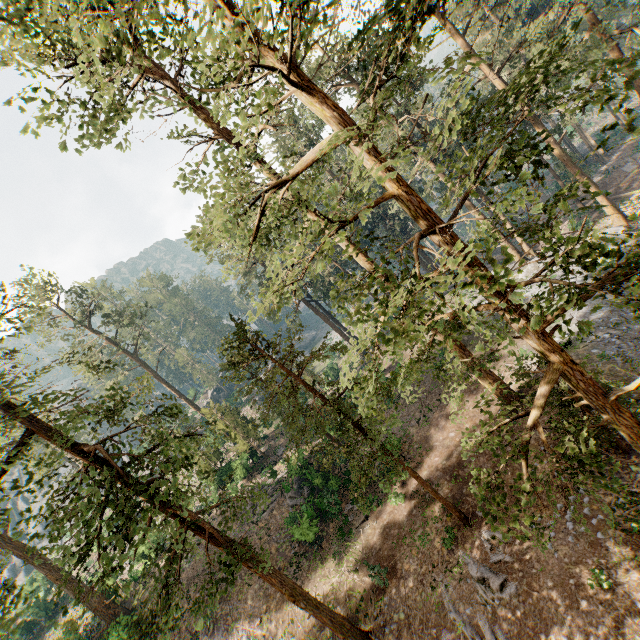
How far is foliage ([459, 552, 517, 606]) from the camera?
12.8m

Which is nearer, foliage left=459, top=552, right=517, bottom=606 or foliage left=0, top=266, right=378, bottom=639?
foliage left=0, top=266, right=378, bottom=639

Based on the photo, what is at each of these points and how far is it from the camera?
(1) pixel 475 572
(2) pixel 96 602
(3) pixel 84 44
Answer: (1) foliage, 14.1 meters
(2) foliage, 25.8 meters
(3) foliage, 12.9 meters

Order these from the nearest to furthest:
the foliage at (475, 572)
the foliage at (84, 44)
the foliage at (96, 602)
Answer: the foliage at (84, 44) < the foliage at (96, 602) < the foliage at (475, 572)

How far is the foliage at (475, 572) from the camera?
12.8 meters

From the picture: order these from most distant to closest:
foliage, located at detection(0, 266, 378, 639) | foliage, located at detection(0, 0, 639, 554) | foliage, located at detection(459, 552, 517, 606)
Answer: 1. foliage, located at detection(459, 552, 517, 606)
2. foliage, located at detection(0, 266, 378, 639)
3. foliage, located at detection(0, 0, 639, 554)
